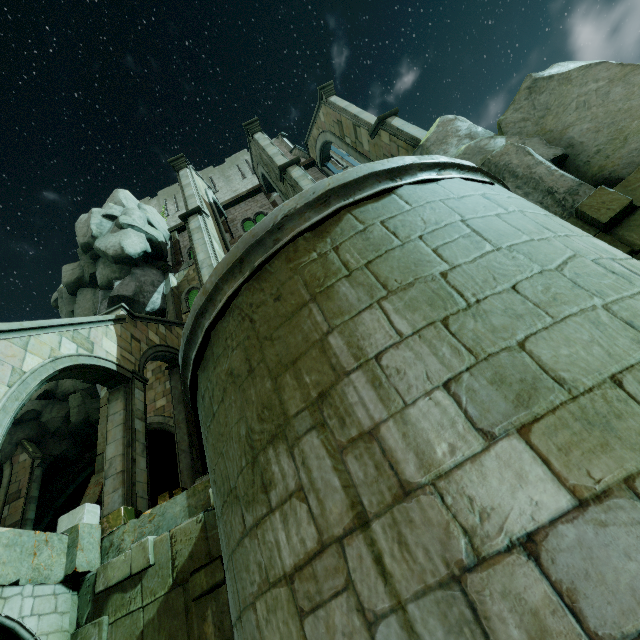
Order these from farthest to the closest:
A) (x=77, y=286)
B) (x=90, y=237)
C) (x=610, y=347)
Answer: (x=77, y=286), (x=90, y=237), (x=610, y=347)

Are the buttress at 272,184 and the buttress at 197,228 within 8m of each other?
yes

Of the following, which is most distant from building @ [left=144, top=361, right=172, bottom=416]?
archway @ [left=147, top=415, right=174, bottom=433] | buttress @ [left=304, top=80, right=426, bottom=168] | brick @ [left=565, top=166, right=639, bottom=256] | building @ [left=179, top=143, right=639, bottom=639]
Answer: brick @ [left=565, top=166, right=639, bottom=256]

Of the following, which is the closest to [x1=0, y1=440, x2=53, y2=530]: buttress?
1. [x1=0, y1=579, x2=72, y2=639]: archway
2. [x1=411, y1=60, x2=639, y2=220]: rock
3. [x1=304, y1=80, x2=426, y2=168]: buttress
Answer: [x1=411, y1=60, x2=639, y2=220]: rock

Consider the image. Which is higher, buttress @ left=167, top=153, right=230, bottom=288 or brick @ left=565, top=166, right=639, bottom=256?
buttress @ left=167, top=153, right=230, bottom=288

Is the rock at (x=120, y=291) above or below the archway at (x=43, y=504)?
above

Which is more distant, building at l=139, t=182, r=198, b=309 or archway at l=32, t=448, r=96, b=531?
archway at l=32, t=448, r=96, b=531

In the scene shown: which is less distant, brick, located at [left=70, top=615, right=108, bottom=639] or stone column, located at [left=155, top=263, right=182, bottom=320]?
brick, located at [left=70, top=615, right=108, bottom=639]
